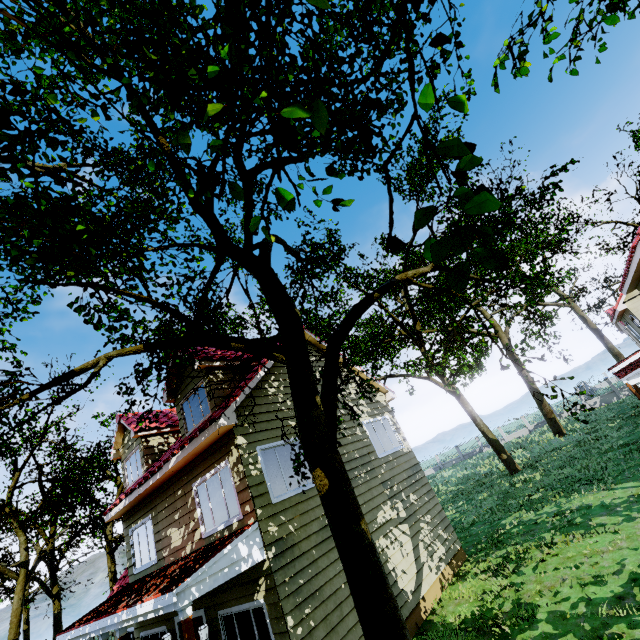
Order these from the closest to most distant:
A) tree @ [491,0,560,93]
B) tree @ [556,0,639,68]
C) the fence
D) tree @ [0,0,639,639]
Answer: tree @ [0,0,639,639] < tree @ [556,0,639,68] < tree @ [491,0,560,93] < the fence

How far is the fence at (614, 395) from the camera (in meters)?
34.34

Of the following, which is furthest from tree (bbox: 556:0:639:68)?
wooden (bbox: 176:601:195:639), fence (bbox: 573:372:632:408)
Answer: wooden (bbox: 176:601:195:639)

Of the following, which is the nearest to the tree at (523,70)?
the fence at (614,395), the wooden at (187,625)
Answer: the fence at (614,395)

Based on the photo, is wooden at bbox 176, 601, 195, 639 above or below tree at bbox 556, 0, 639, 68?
below

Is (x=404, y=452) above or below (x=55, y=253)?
below

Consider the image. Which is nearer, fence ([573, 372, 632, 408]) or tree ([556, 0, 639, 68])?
tree ([556, 0, 639, 68])
